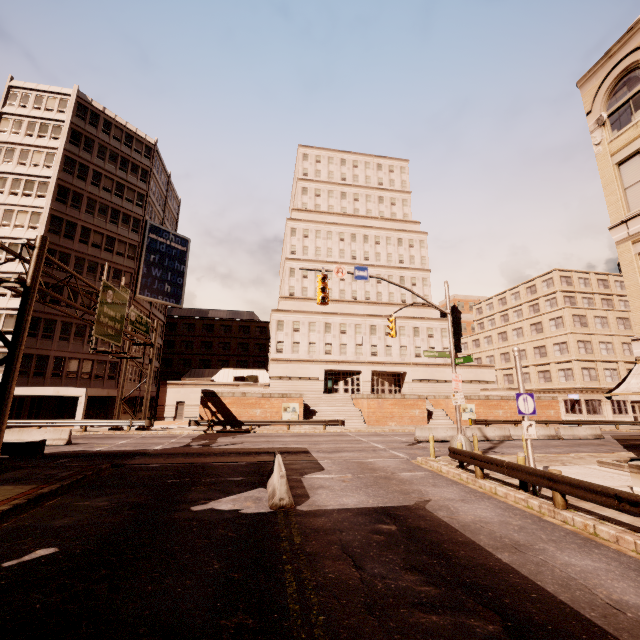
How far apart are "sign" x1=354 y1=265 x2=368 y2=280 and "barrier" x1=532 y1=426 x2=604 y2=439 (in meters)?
22.54

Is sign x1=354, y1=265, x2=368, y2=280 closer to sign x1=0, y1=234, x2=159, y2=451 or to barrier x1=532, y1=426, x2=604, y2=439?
sign x1=0, y1=234, x2=159, y2=451

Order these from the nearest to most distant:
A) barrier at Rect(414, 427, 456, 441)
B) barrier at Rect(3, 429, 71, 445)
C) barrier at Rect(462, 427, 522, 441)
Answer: barrier at Rect(3, 429, 71, 445) → barrier at Rect(414, 427, 456, 441) → barrier at Rect(462, 427, 522, 441)

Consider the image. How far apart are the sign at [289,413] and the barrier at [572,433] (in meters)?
22.95

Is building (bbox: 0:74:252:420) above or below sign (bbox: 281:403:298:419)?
above

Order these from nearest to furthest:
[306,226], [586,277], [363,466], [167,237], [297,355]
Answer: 1. [363,466]
2. [167,237]
3. [297,355]
4. [586,277]
5. [306,226]

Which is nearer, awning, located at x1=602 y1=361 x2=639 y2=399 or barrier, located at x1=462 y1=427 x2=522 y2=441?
awning, located at x1=602 y1=361 x2=639 y2=399

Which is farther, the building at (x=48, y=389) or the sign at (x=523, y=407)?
the building at (x=48, y=389)
